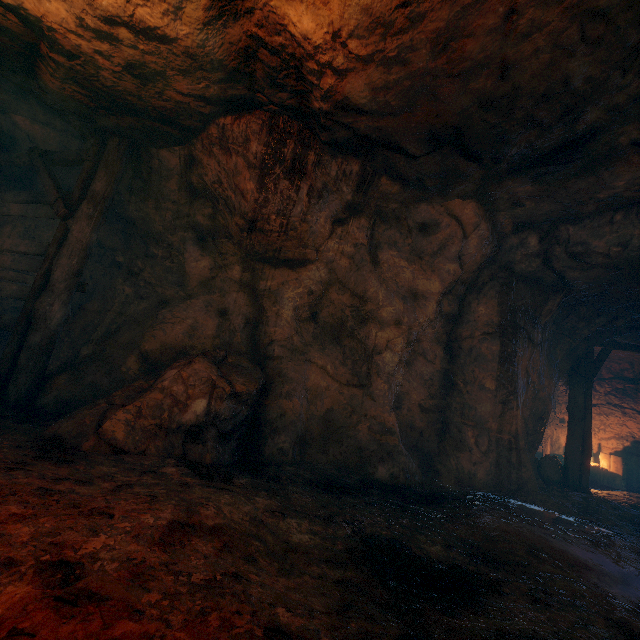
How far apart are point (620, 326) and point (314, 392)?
8.7 meters

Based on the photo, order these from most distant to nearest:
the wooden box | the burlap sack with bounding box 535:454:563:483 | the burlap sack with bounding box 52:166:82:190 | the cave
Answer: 1. the wooden box
2. the burlap sack with bounding box 535:454:563:483
3. the burlap sack with bounding box 52:166:82:190
4. the cave

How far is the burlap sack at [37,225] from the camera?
7.11m

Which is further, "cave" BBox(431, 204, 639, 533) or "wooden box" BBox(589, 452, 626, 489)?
"wooden box" BBox(589, 452, 626, 489)

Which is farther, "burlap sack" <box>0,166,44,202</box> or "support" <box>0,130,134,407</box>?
"burlap sack" <box>0,166,44,202</box>

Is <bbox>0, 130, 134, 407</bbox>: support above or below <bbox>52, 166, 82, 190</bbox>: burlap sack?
below

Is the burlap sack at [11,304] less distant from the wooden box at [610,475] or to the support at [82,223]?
the support at [82,223]

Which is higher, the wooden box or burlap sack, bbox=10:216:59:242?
burlap sack, bbox=10:216:59:242
